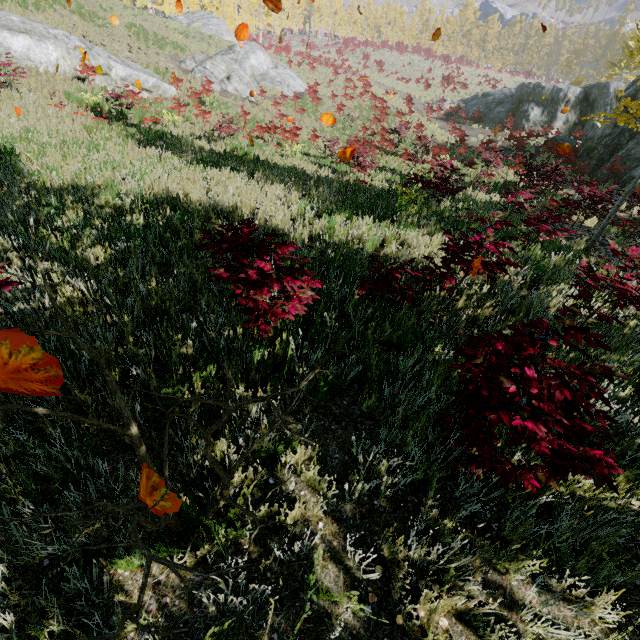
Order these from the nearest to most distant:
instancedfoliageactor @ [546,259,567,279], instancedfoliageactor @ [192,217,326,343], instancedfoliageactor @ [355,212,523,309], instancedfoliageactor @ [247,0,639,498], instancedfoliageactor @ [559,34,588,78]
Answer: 1. instancedfoliageactor @ [247,0,639,498]
2. instancedfoliageactor @ [192,217,326,343]
3. instancedfoliageactor @ [355,212,523,309]
4. instancedfoliageactor @ [546,259,567,279]
5. instancedfoliageactor @ [559,34,588,78]

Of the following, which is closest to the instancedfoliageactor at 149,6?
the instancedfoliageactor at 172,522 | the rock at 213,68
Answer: the instancedfoliageactor at 172,522

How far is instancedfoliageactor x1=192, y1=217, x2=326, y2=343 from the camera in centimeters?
281cm

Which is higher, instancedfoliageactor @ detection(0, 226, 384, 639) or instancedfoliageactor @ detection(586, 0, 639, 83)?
instancedfoliageactor @ detection(586, 0, 639, 83)

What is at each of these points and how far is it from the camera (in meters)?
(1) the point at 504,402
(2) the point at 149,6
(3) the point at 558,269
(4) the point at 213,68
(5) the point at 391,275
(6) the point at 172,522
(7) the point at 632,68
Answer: (1) instancedfoliageactor, 2.09
(2) instancedfoliageactor, 42.12
(3) instancedfoliageactor, 5.63
(4) rock, 22.39
(5) instancedfoliageactor, 4.16
(6) instancedfoliageactor, 1.74
(7) instancedfoliageactor, 30.89

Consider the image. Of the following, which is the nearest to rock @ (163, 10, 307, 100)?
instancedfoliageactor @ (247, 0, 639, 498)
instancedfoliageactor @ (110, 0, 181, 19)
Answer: instancedfoliageactor @ (247, 0, 639, 498)

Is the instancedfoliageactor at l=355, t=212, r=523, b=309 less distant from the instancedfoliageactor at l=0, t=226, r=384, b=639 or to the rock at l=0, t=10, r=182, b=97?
the instancedfoliageactor at l=0, t=226, r=384, b=639

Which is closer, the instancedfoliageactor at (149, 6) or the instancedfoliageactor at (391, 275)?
the instancedfoliageactor at (391, 275)
